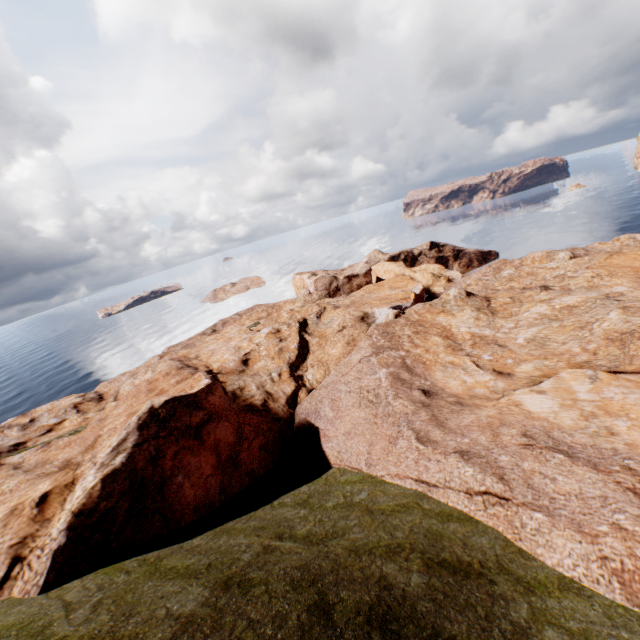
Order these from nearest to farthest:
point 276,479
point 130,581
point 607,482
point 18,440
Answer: point 130,581 → point 607,482 → point 276,479 → point 18,440
